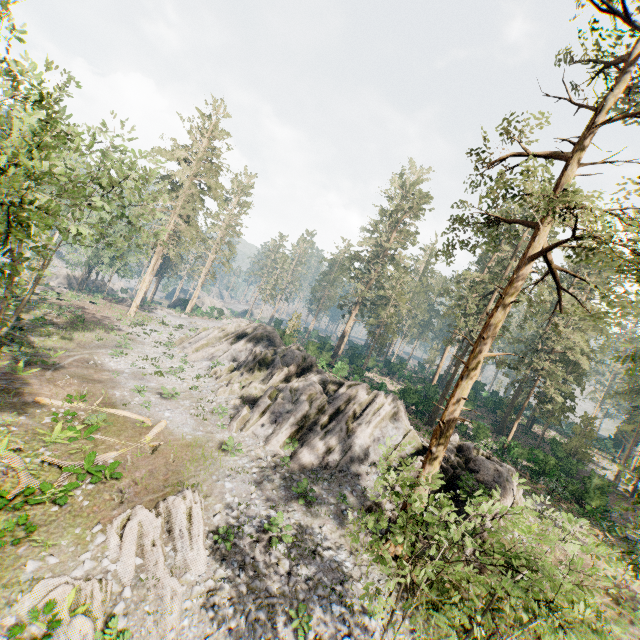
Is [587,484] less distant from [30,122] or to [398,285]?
[398,285]

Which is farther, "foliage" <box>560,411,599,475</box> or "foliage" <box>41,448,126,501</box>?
"foliage" <box>560,411,599,475</box>

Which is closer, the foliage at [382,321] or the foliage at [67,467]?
the foliage at [67,467]

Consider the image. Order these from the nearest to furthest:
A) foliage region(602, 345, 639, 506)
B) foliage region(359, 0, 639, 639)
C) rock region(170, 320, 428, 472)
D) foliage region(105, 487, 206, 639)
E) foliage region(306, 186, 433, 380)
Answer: foliage region(359, 0, 639, 639), foliage region(602, 345, 639, 506), foliage region(105, 487, 206, 639), rock region(170, 320, 428, 472), foliage region(306, 186, 433, 380)

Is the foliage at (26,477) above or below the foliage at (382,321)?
below

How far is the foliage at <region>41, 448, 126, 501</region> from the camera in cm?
1401
